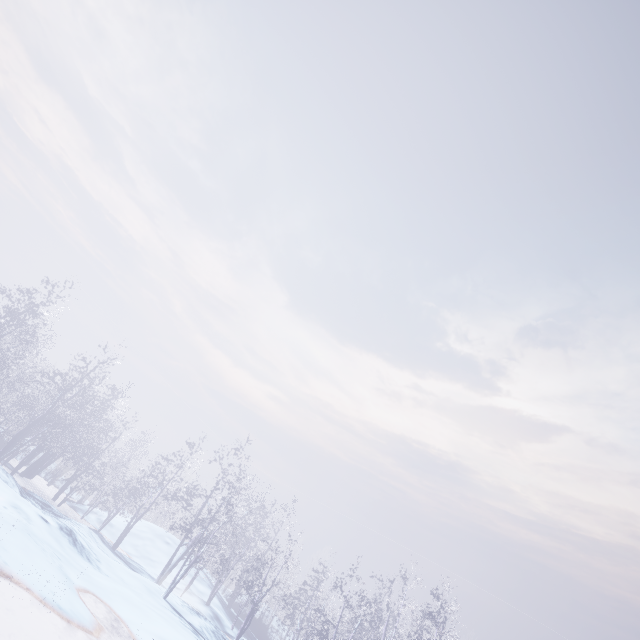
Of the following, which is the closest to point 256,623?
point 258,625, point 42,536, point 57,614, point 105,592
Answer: point 258,625
